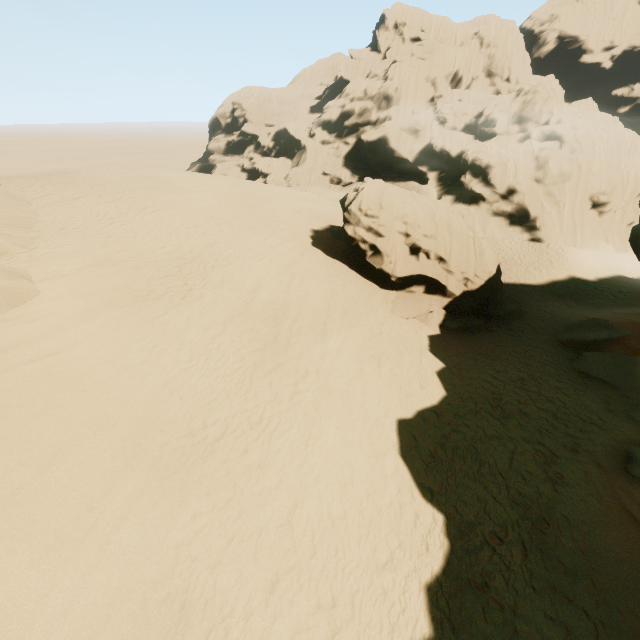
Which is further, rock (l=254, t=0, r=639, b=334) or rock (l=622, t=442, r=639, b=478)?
rock (l=254, t=0, r=639, b=334)

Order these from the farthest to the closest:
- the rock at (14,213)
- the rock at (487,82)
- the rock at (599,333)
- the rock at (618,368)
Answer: the rock at (487,82), the rock at (599,333), the rock at (618,368), the rock at (14,213)

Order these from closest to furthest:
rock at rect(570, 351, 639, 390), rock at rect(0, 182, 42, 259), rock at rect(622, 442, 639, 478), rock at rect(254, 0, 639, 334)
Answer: rock at rect(622, 442, 639, 478), rock at rect(0, 182, 42, 259), rock at rect(570, 351, 639, 390), rock at rect(254, 0, 639, 334)

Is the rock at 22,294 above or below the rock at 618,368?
above

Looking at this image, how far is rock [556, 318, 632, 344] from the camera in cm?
1495

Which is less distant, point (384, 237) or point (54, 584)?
point (54, 584)

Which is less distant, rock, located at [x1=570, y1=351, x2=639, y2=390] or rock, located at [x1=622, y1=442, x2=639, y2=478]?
rock, located at [x1=622, y1=442, x2=639, y2=478]
